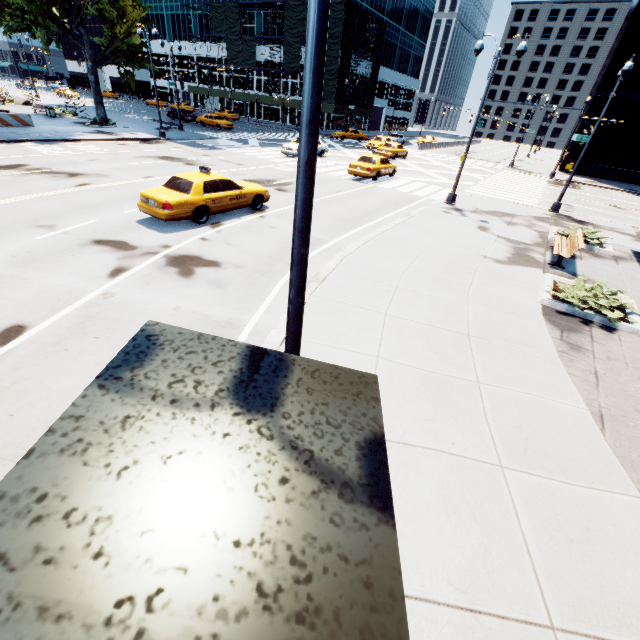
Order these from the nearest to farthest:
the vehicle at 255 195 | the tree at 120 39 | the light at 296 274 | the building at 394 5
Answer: the light at 296 274, the vehicle at 255 195, the tree at 120 39, the building at 394 5

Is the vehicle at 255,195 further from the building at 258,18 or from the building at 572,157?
the building at 258,18

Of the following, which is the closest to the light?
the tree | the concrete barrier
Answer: the tree

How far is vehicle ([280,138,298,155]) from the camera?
26.5 meters

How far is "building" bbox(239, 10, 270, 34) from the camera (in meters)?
52.88

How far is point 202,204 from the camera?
11.27m

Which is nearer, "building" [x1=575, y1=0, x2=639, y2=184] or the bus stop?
the bus stop

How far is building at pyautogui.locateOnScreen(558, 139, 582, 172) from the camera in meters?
39.0 m
